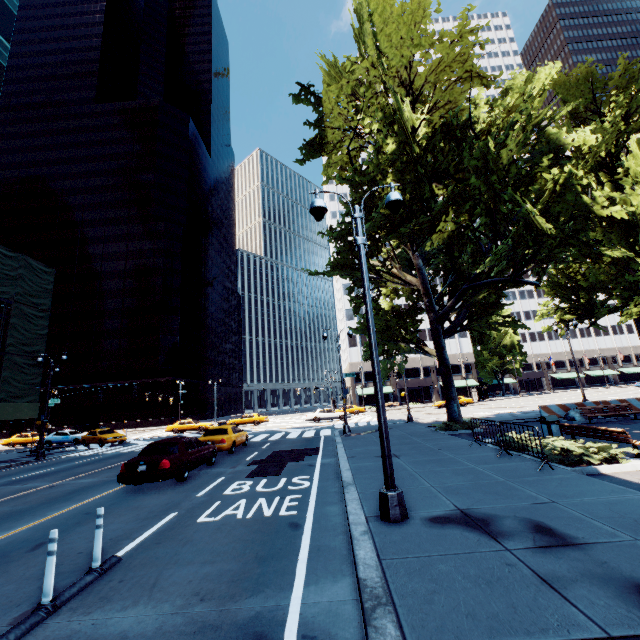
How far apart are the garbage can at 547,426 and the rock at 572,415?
6.9 meters

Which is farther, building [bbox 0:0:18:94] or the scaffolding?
building [bbox 0:0:18:94]

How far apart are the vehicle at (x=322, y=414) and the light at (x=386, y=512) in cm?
3051

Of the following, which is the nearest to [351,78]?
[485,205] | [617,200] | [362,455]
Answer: [485,205]

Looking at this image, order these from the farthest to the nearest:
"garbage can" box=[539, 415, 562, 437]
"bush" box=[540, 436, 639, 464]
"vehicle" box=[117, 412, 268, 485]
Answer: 1. "garbage can" box=[539, 415, 562, 437]
2. "vehicle" box=[117, 412, 268, 485]
3. "bush" box=[540, 436, 639, 464]

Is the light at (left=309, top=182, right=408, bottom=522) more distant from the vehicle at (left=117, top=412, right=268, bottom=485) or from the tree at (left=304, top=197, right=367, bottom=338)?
the vehicle at (left=117, top=412, right=268, bottom=485)

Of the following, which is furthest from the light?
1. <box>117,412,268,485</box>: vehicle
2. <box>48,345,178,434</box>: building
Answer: <box>48,345,178,434</box>: building

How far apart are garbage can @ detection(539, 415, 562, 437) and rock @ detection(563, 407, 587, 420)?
6.9 meters
